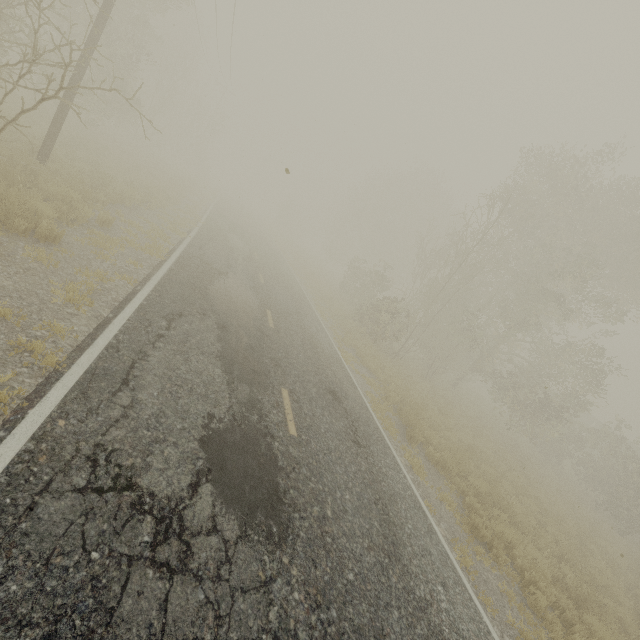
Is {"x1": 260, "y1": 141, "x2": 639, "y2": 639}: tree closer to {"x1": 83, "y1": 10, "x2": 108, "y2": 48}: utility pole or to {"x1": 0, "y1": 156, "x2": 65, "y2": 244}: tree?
{"x1": 0, "y1": 156, "x2": 65, "y2": 244}: tree

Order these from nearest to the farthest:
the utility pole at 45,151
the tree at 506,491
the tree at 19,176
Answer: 1. the tree at 19,176
2. the tree at 506,491
3. the utility pole at 45,151

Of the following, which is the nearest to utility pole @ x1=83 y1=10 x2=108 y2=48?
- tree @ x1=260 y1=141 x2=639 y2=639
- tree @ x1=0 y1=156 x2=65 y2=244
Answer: tree @ x1=0 y1=156 x2=65 y2=244

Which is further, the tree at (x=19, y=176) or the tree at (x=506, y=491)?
the tree at (x=506, y=491)

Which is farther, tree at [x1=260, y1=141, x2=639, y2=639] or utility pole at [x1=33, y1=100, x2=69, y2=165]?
utility pole at [x1=33, y1=100, x2=69, y2=165]

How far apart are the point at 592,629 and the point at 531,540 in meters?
3.0

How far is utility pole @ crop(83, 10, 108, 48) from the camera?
9.6m
